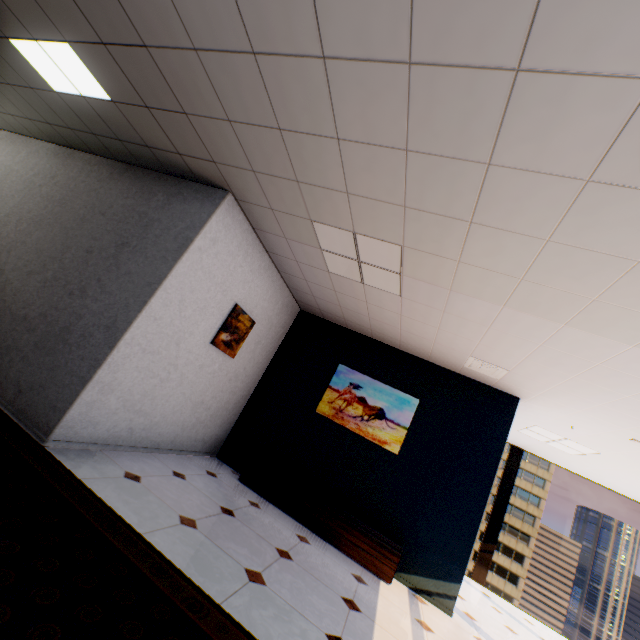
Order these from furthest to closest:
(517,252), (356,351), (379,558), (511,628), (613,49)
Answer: (356,351), (511,628), (379,558), (517,252), (613,49)

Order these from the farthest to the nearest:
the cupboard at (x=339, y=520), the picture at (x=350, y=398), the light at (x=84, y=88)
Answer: the picture at (x=350, y=398) < the cupboard at (x=339, y=520) < the light at (x=84, y=88)

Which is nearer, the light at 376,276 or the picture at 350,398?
the light at 376,276

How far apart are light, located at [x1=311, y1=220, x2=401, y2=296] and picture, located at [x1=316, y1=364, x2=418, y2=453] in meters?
2.0

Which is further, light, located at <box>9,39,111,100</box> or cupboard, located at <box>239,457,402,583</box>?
cupboard, located at <box>239,457,402,583</box>

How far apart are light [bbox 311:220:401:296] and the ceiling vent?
1.58m

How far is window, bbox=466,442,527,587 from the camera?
6.82m

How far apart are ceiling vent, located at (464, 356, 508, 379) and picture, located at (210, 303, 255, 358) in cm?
315
